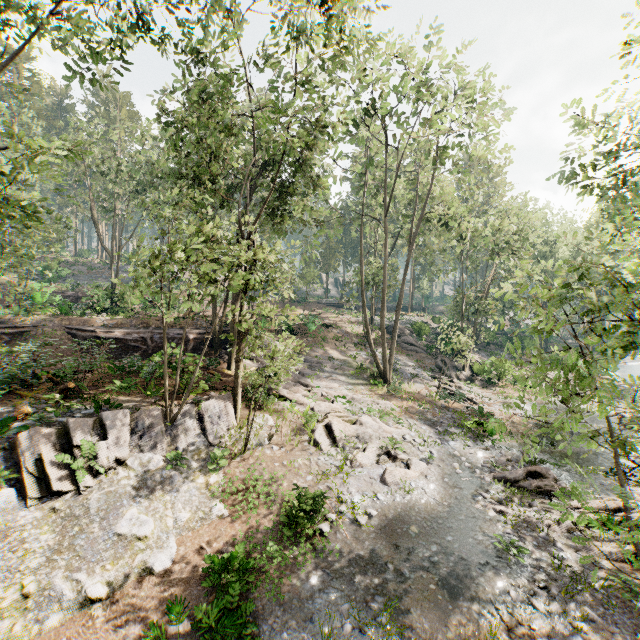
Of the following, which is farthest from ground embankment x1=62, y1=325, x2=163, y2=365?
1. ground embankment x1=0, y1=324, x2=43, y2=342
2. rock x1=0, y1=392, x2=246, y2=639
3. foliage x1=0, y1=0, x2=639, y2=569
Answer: rock x1=0, y1=392, x2=246, y2=639

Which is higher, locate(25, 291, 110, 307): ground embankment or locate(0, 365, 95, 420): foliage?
locate(25, 291, 110, 307): ground embankment

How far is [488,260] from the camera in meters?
31.7 m

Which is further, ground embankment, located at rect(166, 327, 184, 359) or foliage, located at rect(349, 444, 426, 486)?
ground embankment, located at rect(166, 327, 184, 359)

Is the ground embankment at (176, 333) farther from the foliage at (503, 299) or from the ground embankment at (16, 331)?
the ground embankment at (16, 331)

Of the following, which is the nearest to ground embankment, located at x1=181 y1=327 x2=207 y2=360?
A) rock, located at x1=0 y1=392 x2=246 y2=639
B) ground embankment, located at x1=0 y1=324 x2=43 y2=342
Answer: ground embankment, located at x1=0 y1=324 x2=43 y2=342

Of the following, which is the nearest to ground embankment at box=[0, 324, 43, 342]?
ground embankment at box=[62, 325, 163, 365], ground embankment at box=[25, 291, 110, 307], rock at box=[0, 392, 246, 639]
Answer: Answer: ground embankment at box=[62, 325, 163, 365]

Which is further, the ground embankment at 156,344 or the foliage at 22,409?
the ground embankment at 156,344
